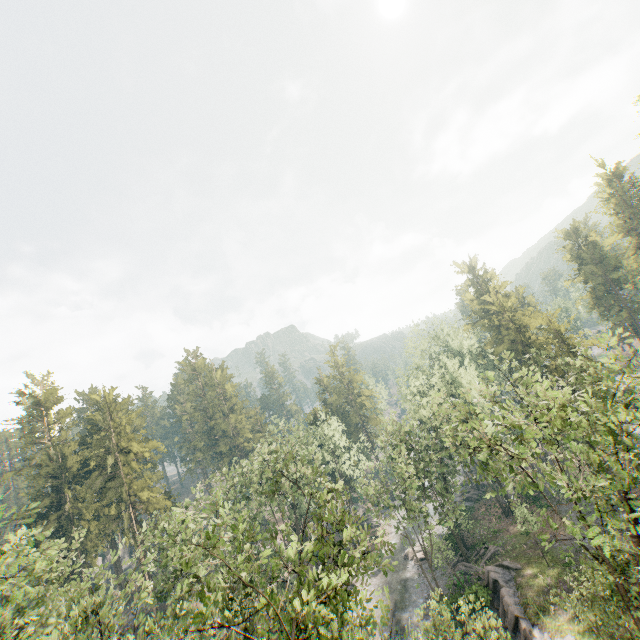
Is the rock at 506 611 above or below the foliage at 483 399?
below

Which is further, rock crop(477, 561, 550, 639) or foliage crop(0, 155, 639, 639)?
rock crop(477, 561, 550, 639)

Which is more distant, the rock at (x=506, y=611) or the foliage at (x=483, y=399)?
the rock at (x=506, y=611)

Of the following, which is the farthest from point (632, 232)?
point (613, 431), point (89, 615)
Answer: point (89, 615)

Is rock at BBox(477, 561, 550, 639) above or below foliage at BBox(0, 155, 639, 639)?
below
